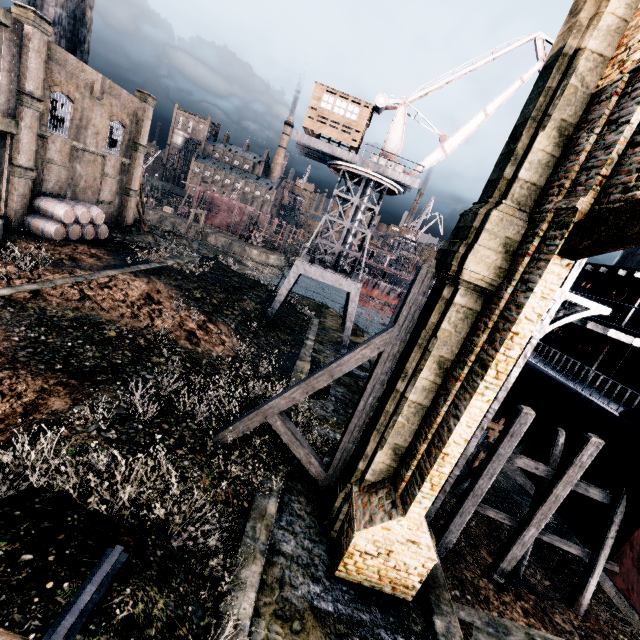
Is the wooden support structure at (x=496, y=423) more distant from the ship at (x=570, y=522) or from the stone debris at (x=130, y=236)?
the stone debris at (x=130, y=236)

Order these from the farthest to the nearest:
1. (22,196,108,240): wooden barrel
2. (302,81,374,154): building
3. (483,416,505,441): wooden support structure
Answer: (302,81,374,154): building < (22,196,108,240): wooden barrel < (483,416,505,441): wooden support structure

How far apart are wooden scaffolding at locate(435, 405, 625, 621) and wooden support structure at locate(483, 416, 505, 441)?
5.51m

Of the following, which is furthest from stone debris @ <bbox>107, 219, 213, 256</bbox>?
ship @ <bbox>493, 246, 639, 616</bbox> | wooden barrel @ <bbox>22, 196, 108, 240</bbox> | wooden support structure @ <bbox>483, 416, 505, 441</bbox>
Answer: wooden support structure @ <bbox>483, 416, 505, 441</bbox>

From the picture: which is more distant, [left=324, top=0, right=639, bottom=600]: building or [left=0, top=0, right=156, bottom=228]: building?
[left=0, top=0, right=156, bottom=228]: building

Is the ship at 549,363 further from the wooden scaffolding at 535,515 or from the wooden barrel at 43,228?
the wooden barrel at 43,228

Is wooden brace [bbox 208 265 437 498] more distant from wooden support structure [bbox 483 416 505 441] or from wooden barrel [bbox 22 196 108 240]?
wooden barrel [bbox 22 196 108 240]

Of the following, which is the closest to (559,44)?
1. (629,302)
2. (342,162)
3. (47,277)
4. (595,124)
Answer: (595,124)
